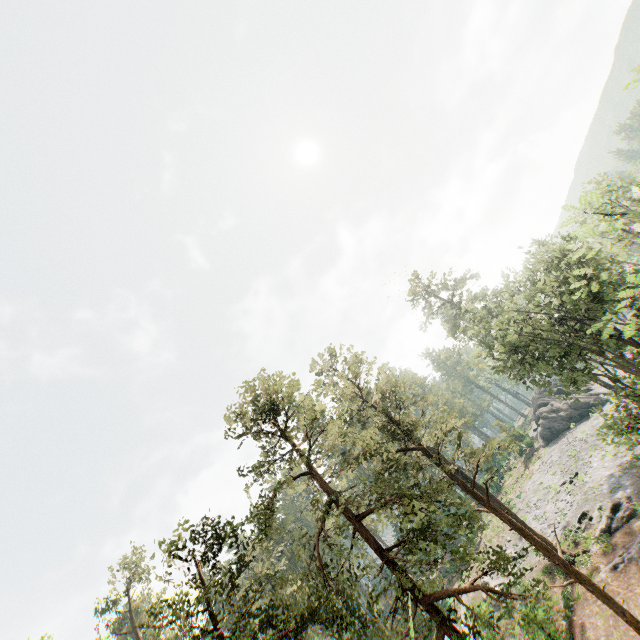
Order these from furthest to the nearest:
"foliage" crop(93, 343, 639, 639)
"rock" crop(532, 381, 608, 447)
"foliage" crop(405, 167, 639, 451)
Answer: "rock" crop(532, 381, 608, 447)
"foliage" crop(93, 343, 639, 639)
"foliage" crop(405, 167, 639, 451)

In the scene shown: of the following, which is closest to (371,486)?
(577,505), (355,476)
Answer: (577,505)

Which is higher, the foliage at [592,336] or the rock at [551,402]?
the foliage at [592,336]

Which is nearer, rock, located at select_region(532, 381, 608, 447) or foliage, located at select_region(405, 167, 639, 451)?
foliage, located at select_region(405, 167, 639, 451)

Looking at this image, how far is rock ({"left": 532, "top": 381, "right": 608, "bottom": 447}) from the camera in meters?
45.9

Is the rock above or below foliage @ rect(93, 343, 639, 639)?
below

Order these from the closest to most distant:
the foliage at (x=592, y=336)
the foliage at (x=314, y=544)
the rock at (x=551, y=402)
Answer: the foliage at (x=592, y=336), the foliage at (x=314, y=544), the rock at (x=551, y=402)
